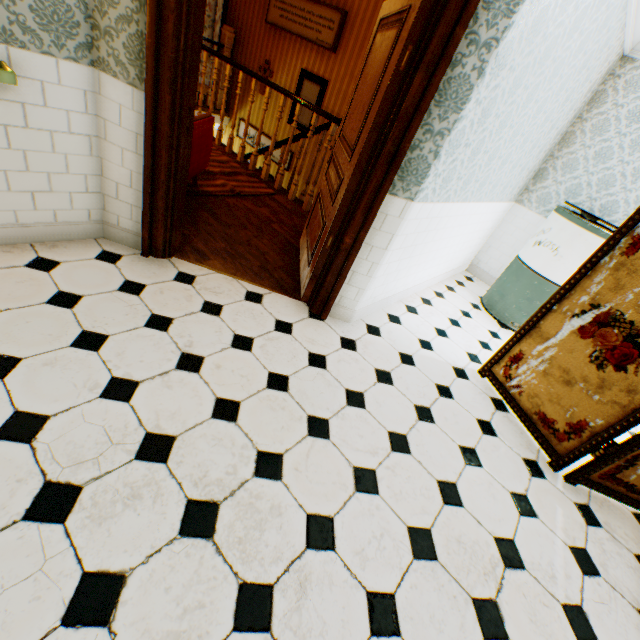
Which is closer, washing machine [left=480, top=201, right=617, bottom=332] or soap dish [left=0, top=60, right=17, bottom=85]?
soap dish [left=0, top=60, right=17, bottom=85]

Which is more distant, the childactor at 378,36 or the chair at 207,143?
the chair at 207,143

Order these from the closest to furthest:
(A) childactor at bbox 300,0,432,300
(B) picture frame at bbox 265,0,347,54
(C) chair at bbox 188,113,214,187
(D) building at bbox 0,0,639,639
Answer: (D) building at bbox 0,0,639,639 → (A) childactor at bbox 300,0,432,300 → (C) chair at bbox 188,113,214,187 → (B) picture frame at bbox 265,0,347,54

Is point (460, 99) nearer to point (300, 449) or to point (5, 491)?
point (300, 449)

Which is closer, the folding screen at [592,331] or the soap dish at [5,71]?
the soap dish at [5,71]

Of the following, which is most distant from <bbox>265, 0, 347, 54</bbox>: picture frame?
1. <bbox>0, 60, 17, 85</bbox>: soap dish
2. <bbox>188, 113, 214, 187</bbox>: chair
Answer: <bbox>0, 60, 17, 85</bbox>: soap dish

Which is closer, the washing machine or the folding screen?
the folding screen

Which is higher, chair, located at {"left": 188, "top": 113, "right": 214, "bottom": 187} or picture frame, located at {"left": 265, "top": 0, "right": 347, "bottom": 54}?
picture frame, located at {"left": 265, "top": 0, "right": 347, "bottom": 54}
